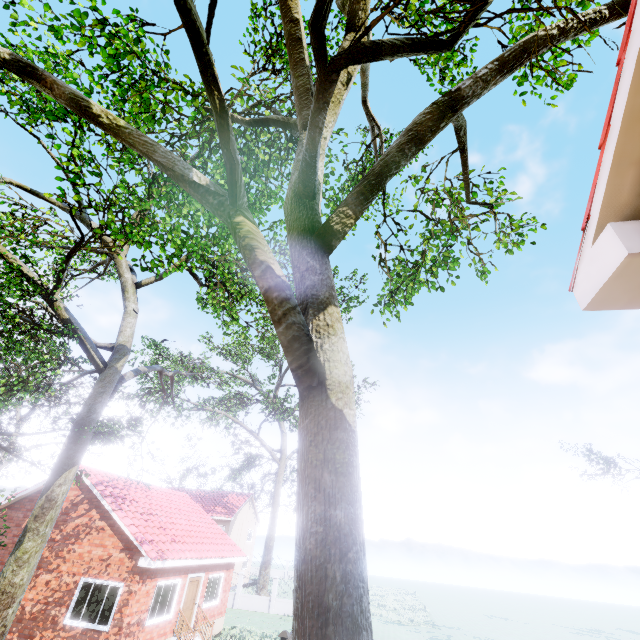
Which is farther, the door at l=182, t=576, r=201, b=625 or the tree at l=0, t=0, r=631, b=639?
the door at l=182, t=576, r=201, b=625

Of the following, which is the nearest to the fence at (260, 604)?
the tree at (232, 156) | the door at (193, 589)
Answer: the tree at (232, 156)

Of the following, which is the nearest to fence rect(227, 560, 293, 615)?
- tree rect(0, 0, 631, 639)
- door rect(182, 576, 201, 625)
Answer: tree rect(0, 0, 631, 639)

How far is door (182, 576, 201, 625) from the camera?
15.82m

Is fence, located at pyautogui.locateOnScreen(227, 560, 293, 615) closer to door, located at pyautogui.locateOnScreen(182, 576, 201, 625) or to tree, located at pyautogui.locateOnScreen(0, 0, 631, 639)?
tree, located at pyautogui.locateOnScreen(0, 0, 631, 639)

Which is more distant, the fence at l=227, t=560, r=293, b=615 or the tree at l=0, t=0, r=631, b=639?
the fence at l=227, t=560, r=293, b=615

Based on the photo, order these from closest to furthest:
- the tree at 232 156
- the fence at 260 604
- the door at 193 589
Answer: the tree at 232 156
the door at 193 589
the fence at 260 604

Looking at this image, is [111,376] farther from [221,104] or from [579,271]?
[579,271]
